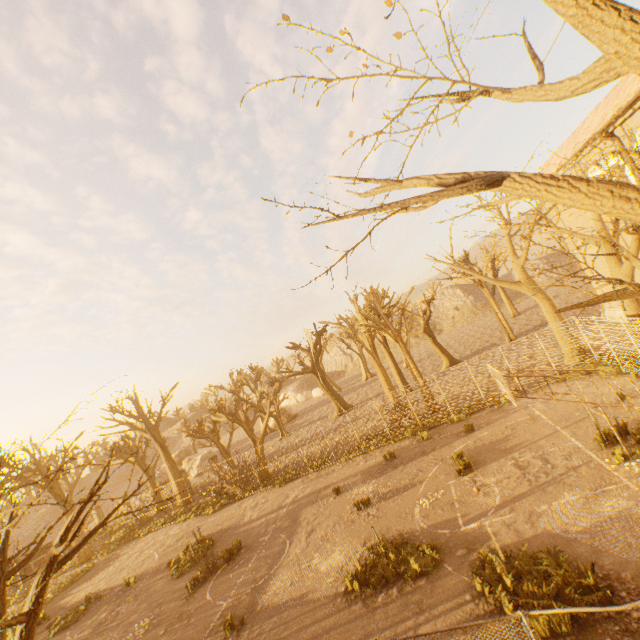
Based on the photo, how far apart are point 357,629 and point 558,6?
12.6 meters

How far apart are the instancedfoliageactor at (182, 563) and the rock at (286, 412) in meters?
29.2

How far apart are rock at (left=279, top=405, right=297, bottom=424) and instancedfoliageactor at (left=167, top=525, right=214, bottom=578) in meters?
29.2 m

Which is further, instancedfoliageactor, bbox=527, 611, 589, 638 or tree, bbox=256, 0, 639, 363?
instancedfoliageactor, bbox=527, 611, 589, 638

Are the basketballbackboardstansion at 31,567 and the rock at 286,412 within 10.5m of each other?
no

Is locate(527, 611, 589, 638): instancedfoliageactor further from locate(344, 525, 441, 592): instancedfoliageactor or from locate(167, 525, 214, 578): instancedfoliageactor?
locate(167, 525, 214, 578): instancedfoliageactor

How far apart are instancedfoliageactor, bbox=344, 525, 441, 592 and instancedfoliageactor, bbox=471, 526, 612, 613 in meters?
1.3

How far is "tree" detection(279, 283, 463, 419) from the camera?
22.7m
